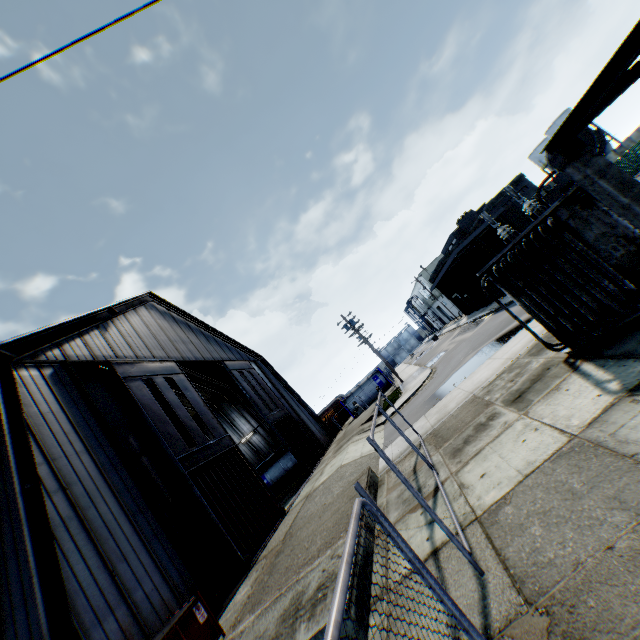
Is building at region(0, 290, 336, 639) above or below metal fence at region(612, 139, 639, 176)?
above

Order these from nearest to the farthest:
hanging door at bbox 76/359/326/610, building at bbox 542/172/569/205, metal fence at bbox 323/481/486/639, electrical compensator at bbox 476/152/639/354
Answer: metal fence at bbox 323/481/486/639
electrical compensator at bbox 476/152/639/354
hanging door at bbox 76/359/326/610
building at bbox 542/172/569/205

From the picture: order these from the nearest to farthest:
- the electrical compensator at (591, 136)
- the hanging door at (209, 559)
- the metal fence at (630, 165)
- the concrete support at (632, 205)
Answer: the concrete support at (632, 205) < the electrical compensator at (591, 136) < the hanging door at (209, 559) < the metal fence at (630, 165)

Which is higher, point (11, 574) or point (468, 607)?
point (11, 574)

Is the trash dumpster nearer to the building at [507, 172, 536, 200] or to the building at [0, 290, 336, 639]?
the building at [0, 290, 336, 639]

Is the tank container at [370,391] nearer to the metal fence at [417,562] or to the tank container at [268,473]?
the metal fence at [417,562]

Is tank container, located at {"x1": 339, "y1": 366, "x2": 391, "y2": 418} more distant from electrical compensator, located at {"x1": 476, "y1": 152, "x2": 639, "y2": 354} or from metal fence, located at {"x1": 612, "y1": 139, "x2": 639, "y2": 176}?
electrical compensator, located at {"x1": 476, "y1": 152, "x2": 639, "y2": 354}

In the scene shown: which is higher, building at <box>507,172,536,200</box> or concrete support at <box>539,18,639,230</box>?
building at <box>507,172,536,200</box>
